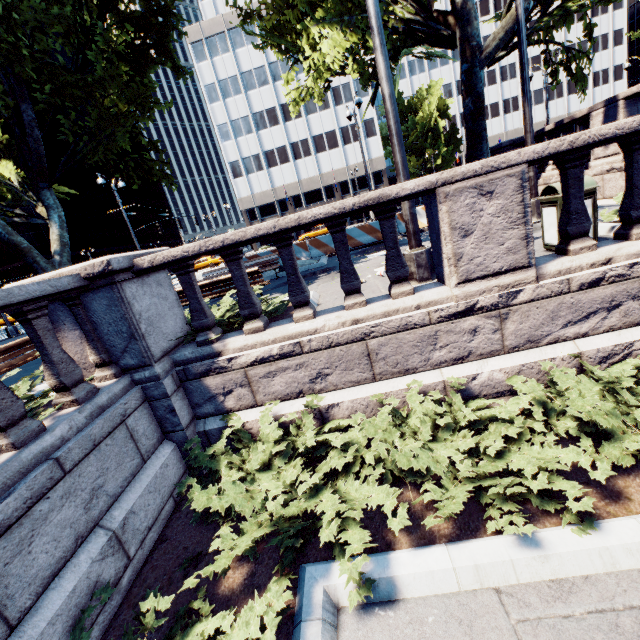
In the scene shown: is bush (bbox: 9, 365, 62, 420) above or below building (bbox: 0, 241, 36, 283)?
below

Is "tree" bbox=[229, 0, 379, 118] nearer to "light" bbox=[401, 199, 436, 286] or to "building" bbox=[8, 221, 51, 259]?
"light" bbox=[401, 199, 436, 286]

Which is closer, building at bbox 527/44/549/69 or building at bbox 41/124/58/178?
building at bbox 41/124/58/178

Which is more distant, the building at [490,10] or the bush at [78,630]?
the building at [490,10]

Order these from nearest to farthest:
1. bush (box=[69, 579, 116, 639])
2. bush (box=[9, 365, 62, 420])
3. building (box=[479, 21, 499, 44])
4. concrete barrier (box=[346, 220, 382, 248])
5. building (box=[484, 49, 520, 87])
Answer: bush (box=[69, 579, 116, 639]) < bush (box=[9, 365, 62, 420]) < concrete barrier (box=[346, 220, 382, 248]) < building (box=[479, 21, 499, 44]) < building (box=[484, 49, 520, 87])

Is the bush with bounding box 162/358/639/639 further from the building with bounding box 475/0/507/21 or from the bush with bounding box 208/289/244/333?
the building with bounding box 475/0/507/21

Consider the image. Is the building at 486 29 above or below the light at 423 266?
above

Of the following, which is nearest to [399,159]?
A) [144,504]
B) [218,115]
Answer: [144,504]
